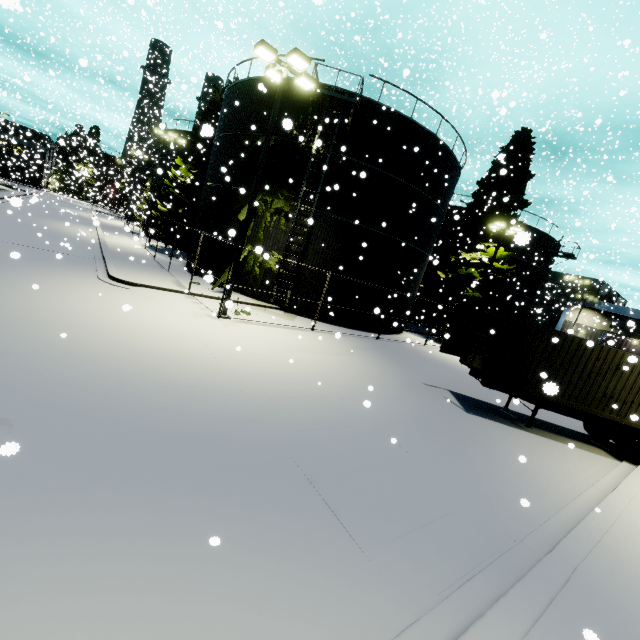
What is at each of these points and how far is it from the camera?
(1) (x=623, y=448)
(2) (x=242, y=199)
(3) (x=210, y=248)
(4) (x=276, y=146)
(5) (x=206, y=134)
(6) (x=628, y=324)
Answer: (1) semi trailer, 11.6m
(2) tree, 18.8m
(3) silo, 20.4m
(4) tree, 17.7m
(5) tree, 5.0m
(6) building, 5.8m

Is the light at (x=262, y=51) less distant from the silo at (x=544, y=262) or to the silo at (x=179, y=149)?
the silo at (x=179, y=149)

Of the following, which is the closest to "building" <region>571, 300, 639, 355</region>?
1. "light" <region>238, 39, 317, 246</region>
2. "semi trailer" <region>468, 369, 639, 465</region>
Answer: "semi trailer" <region>468, 369, 639, 465</region>

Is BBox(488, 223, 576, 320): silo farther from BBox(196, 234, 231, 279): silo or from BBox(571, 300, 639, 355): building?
BBox(571, 300, 639, 355): building

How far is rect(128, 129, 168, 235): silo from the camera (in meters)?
35.12

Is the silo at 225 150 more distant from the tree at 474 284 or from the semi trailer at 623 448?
the semi trailer at 623 448

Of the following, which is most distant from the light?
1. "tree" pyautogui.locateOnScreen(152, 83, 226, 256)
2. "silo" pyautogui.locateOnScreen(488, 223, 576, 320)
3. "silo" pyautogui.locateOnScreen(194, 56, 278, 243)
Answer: "silo" pyautogui.locateOnScreen(488, 223, 576, 320)

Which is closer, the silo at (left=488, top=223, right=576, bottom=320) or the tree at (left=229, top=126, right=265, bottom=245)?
the tree at (left=229, top=126, right=265, bottom=245)
